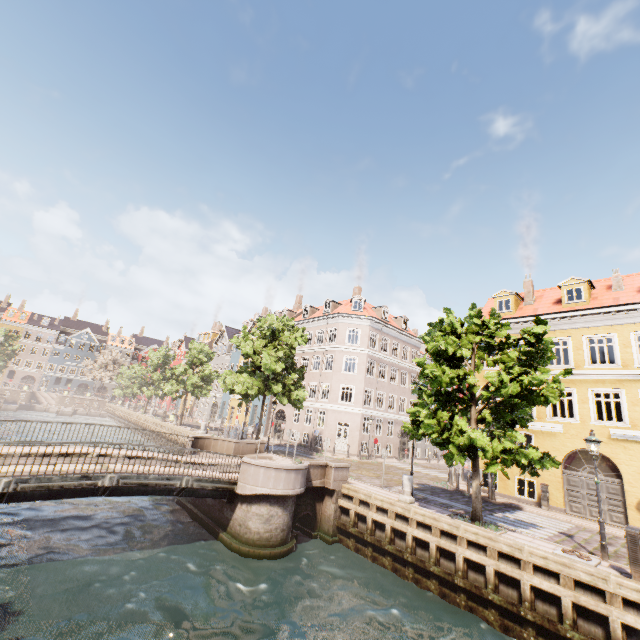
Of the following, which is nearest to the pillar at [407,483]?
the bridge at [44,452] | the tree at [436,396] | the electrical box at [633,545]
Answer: the tree at [436,396]

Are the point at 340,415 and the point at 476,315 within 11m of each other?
no

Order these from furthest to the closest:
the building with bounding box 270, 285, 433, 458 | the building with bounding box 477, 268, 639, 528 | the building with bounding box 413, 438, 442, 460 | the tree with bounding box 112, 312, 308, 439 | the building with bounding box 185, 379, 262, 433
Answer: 1. the building with bounding box 185, 379, 262, 433
2. the building with bounding box 413, 438, 442, 460
3. the building with bounding box 270, 285, 433, 458
4. the tree with bounding box 112, 312, 308, 439
5. the building with bounding box 477, 268, 639, 528

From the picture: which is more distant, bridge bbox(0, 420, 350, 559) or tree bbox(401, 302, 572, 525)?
tree bbox(401, 302, 572, 525)

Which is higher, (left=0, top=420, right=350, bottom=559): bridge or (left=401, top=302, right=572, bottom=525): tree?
(left=401, top=302, right=572, bottom=525): tree

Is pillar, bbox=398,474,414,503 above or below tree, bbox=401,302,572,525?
below

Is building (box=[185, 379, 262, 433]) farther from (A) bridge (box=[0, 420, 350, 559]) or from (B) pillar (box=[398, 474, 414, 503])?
(B) pillar (box=[398, 474, 414, 503])

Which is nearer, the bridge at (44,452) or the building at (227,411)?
the bridge at (44,452)
